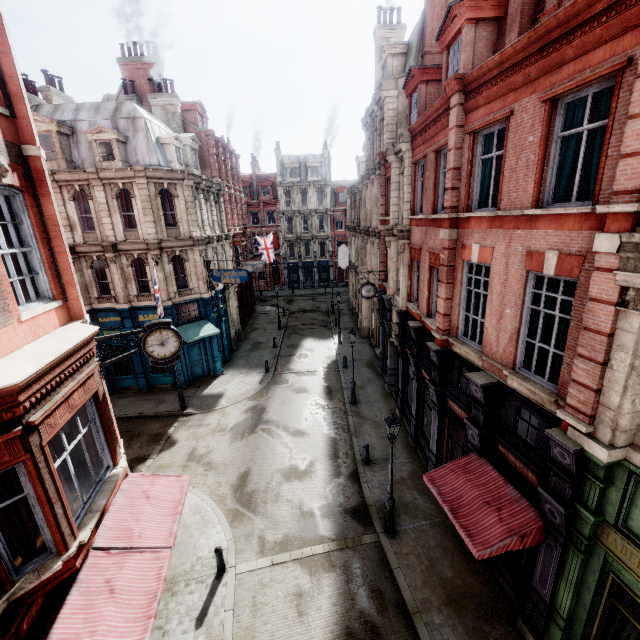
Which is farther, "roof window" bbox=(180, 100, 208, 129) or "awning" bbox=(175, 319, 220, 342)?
"roof window" bbox=(180, 100, 208, 129)

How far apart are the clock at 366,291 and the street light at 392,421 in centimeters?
948cm

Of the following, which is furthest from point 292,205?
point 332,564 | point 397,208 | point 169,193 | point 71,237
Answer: point 332,564

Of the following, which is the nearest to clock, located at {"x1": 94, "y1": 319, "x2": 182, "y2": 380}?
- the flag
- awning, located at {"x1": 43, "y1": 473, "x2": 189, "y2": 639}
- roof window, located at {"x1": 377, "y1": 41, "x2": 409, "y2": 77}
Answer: awning, located at {"x1": 43, "y1": 473, "x2": 189, "y2": 639}

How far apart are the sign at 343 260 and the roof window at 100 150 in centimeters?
1875cm

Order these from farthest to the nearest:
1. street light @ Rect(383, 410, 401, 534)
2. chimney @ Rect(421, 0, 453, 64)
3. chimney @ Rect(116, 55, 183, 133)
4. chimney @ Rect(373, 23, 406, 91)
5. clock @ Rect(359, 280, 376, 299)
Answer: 1. chimney @ Rect(116, 55, 183, 133)
2. chimney @ Rect(373, 23, 406, 91)
3. clock @ Rect(359, 280, 376, 299)
4. chimney @ Rect(421, 0, 453, 64)
5. street light @ Rect(383, 410, 401, 534)

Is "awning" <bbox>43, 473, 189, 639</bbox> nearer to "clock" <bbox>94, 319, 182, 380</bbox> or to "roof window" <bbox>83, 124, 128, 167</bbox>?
"clock" <bbox>94, 319, 182, 380</bbox>

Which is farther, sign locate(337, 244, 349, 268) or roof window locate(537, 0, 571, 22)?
sign locate(337, 244, 349, 268)
